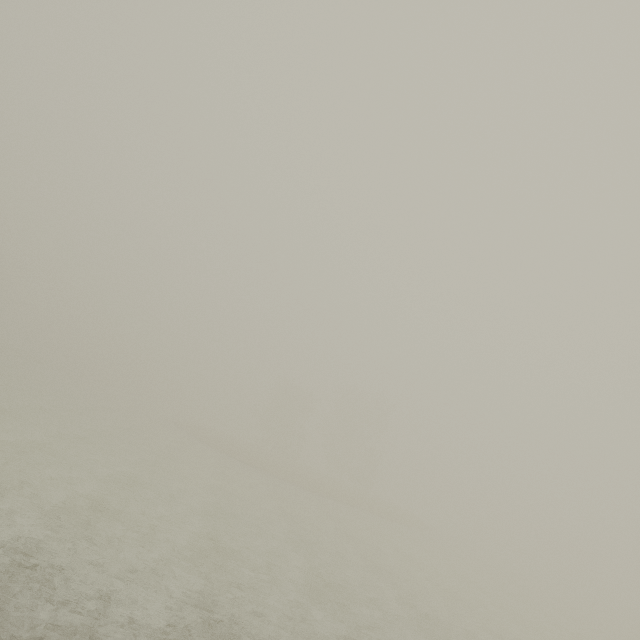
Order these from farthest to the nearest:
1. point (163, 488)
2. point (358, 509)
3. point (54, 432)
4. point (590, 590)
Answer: point (590, 590), point (358, 509), point (54, 432), point (163, 488)
